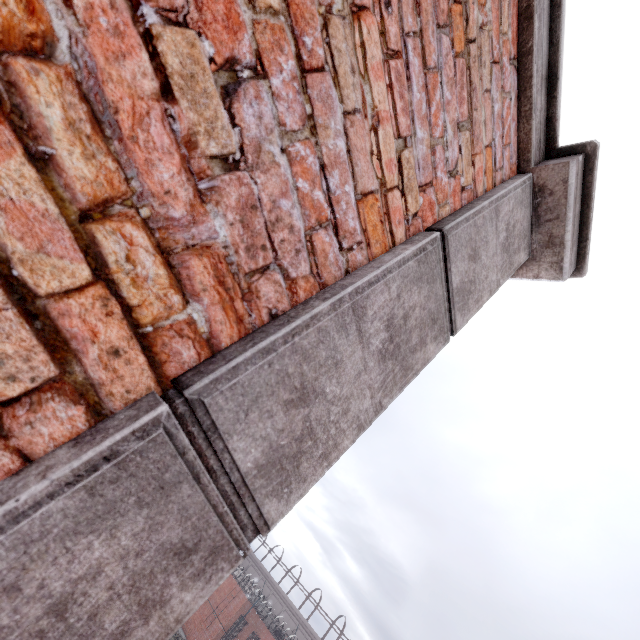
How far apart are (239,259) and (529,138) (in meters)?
1.75
